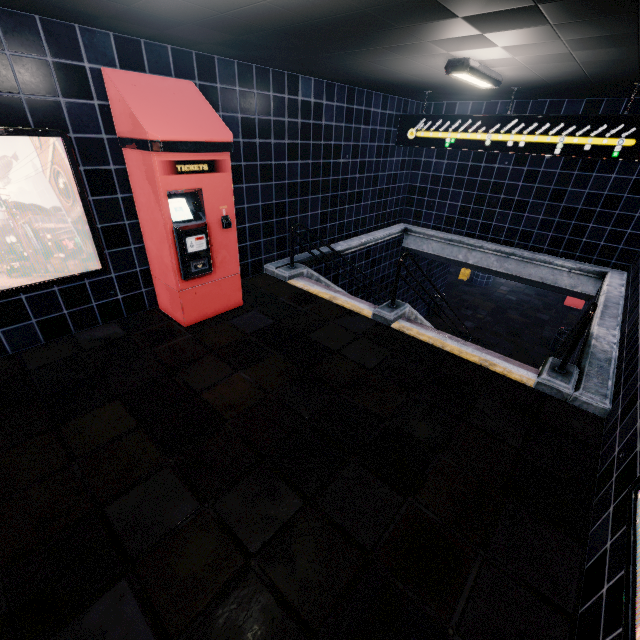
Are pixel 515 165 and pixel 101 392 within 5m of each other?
no
